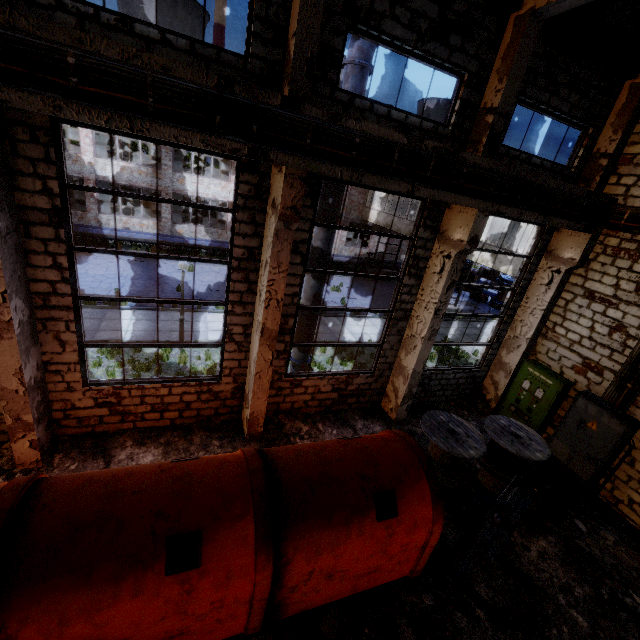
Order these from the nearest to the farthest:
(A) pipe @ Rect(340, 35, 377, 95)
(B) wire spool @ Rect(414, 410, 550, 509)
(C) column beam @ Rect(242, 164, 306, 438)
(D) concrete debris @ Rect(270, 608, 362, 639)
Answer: (D) concrete debris @ Rect(270, 608, 362, 639)
(C) column beam @ Rect(242, 164, 306, 438)
(A) pipe @ Rect(340, 35, 377, 95)
(B) wire spool @ Rect(414, 410, 550, 509)

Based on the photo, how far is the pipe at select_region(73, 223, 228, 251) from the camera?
20.34m

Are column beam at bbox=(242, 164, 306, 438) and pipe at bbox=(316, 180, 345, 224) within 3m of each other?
yes

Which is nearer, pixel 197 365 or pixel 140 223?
pixel 197 365

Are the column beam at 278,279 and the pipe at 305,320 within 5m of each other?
yes

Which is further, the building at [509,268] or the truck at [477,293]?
the truck at [477,293]

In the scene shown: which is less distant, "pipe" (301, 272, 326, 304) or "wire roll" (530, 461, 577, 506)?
"wire roll" (530, 461, 577, 506)

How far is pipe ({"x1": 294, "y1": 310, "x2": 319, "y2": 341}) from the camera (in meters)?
9.27
